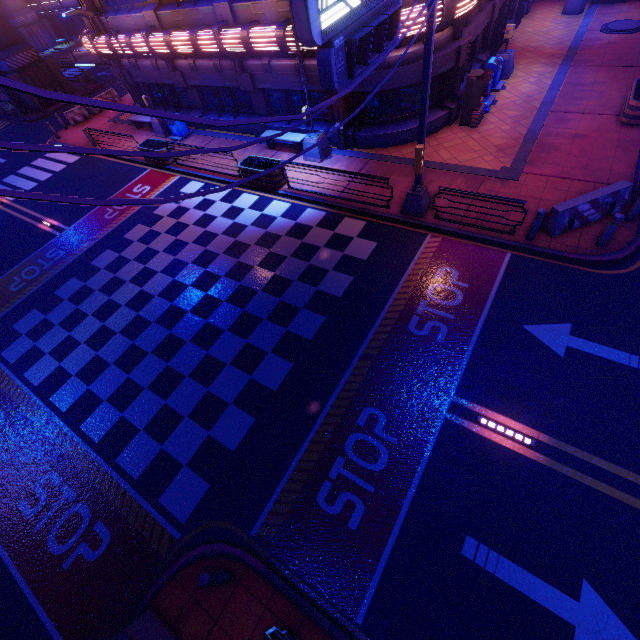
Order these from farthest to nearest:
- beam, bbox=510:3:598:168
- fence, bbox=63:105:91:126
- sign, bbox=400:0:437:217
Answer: fence, bbox=63:105:91:126 → beam, bbox=510:3:598:168 → sign, bbox=400:0:437:217

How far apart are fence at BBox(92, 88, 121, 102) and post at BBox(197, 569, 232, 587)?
31.9 meters

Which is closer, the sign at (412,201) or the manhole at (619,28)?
the sign at (412,201)

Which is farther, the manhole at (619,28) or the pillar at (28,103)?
the pillar at (28,103)

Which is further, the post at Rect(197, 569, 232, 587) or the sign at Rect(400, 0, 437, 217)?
the sign at Rect(400, 0, 437, 217)

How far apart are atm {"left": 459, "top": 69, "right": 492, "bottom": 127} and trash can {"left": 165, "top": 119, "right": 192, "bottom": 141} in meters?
15.1

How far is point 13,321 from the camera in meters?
12.5 m

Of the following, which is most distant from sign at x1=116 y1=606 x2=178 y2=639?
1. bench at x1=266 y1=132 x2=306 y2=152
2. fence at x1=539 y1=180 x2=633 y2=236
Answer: fence at x1=539 y1=180 x2=633 y2=236
